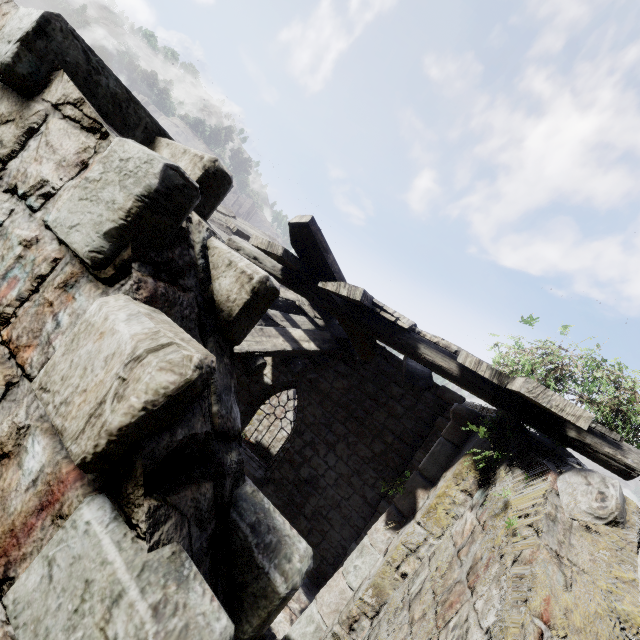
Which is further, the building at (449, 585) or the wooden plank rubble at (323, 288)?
the wooden plank rubble at (323, 288)

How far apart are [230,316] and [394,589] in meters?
4.9 m

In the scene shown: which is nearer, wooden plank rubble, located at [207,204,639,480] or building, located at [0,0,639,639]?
building, located at [0,0,639,639]
